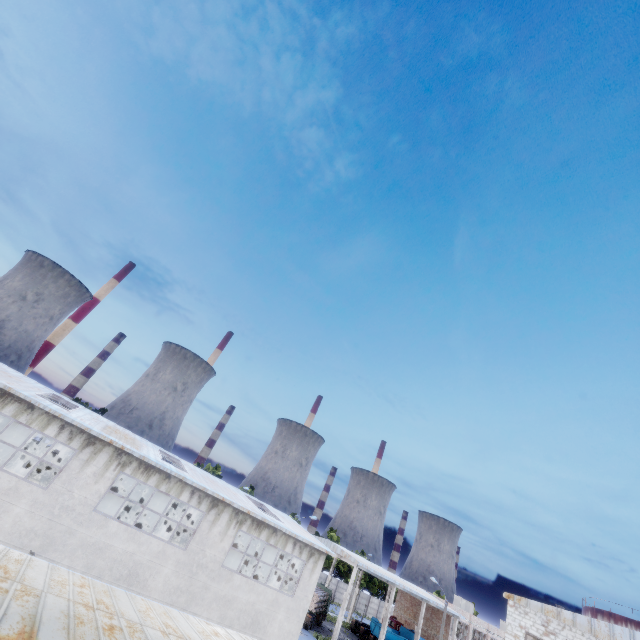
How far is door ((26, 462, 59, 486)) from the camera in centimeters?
2759cm

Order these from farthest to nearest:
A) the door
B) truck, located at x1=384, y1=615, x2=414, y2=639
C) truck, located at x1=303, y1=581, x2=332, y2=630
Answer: truck, located at x1=384, y1=615, x2=414, y2=639 → truck, located at x1=303, y1=581, x2=332, y2=630 → the door

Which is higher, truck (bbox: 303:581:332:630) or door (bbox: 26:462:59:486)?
door (bbox: 26:462:59:486)

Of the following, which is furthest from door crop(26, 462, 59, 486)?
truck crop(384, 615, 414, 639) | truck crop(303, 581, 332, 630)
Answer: truck crop(384, 615, 414, 639)

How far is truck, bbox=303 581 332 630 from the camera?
36.5 meters

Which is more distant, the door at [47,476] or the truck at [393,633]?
the truck at [393,633]

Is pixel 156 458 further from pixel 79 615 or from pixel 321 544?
pixel 79 615

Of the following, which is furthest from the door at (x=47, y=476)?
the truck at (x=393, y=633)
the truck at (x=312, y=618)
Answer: the truck at (x=393, y=633)
